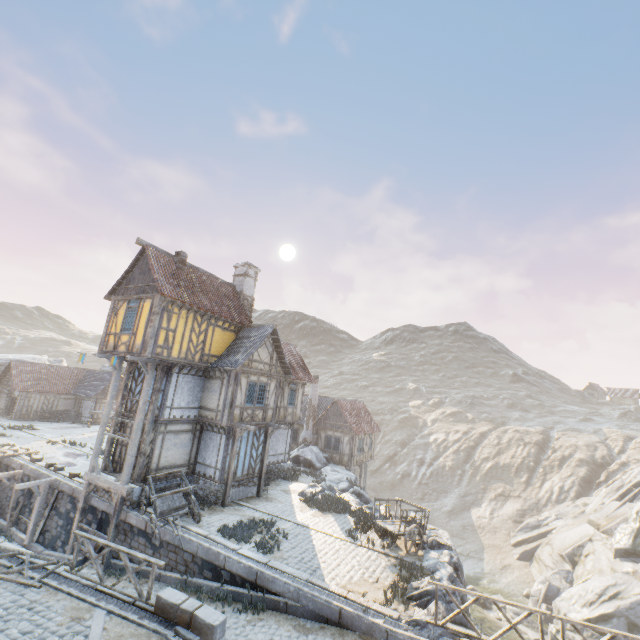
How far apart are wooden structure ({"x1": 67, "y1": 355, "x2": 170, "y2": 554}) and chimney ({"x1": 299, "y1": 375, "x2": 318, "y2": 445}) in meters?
17.7

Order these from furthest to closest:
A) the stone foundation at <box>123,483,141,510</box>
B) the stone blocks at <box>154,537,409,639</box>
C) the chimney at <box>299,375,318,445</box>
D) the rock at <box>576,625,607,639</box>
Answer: the chimney at <box>299,375,318,445</box>
the rock at <box>576,625,607,639</box>
the stone foundation at <box>123,483,141,510</box>
the stone blocks at <box>154,537,409,639</box>

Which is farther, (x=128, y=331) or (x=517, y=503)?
Answer: (x=517, y=503)

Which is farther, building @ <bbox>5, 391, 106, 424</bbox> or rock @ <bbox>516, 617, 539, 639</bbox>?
building @ <bbox>5, 391, 106, 424</bbox>

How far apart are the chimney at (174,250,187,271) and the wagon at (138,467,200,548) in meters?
10.5 m

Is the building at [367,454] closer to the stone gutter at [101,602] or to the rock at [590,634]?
the rock at [590,634]

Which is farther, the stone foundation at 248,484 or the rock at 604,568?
the rock at 604,568

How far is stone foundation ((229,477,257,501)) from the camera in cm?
1752
